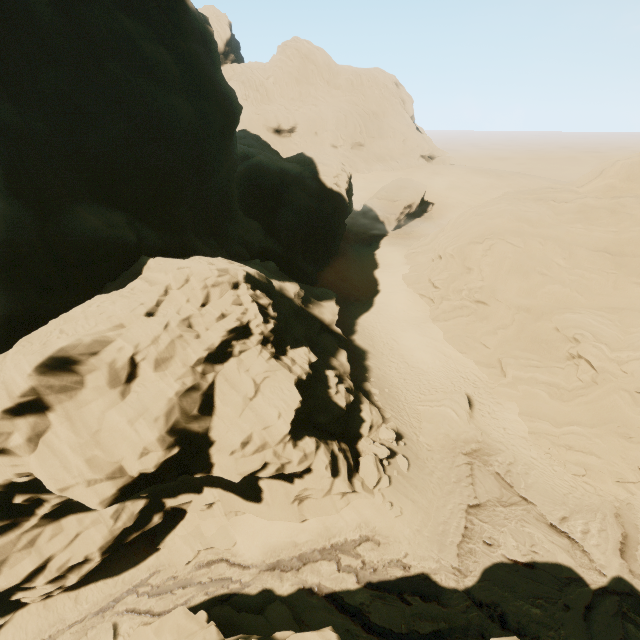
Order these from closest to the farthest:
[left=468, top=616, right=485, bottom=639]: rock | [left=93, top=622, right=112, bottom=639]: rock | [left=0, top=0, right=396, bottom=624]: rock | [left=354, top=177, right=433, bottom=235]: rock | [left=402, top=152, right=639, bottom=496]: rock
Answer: [left=0, top=0, right=396, bottom=624]: rock → [left=468, top=616, right=485, bottom=639]: rock → [left=93, top=622, right=112, bottom=639]: rock → [left=402, top=152, right=639, bottom=496]: rock → [left=354, top=177, right=433, bottom=235]: rock

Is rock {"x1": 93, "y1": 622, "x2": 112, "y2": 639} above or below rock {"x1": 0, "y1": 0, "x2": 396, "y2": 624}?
below

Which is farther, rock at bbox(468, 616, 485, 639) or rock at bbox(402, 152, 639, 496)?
rock at bbox(402, 152, 639, 496)

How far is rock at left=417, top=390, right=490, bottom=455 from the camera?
20.33m

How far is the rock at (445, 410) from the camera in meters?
20.3

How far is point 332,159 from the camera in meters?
41.5

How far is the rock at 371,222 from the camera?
49.2 meters
